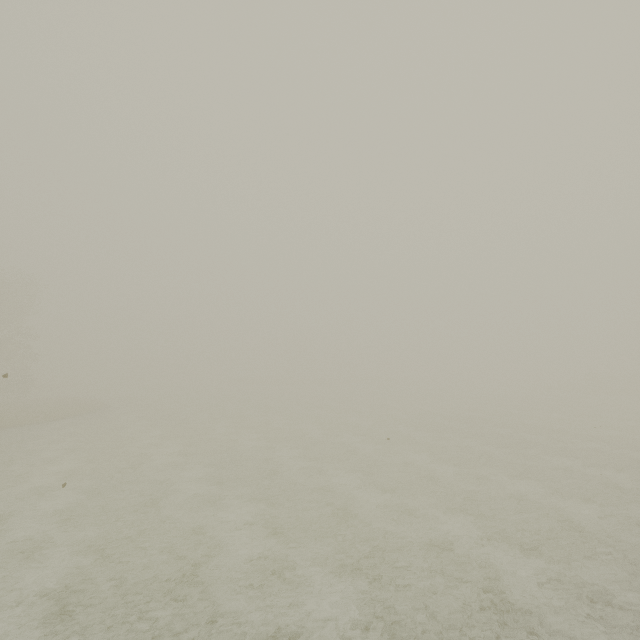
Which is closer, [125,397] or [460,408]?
[460,408]
